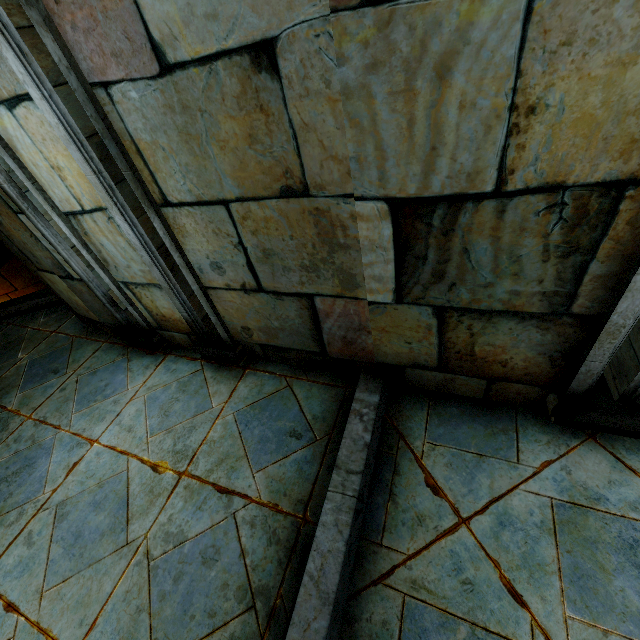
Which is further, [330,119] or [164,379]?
[164,379]
